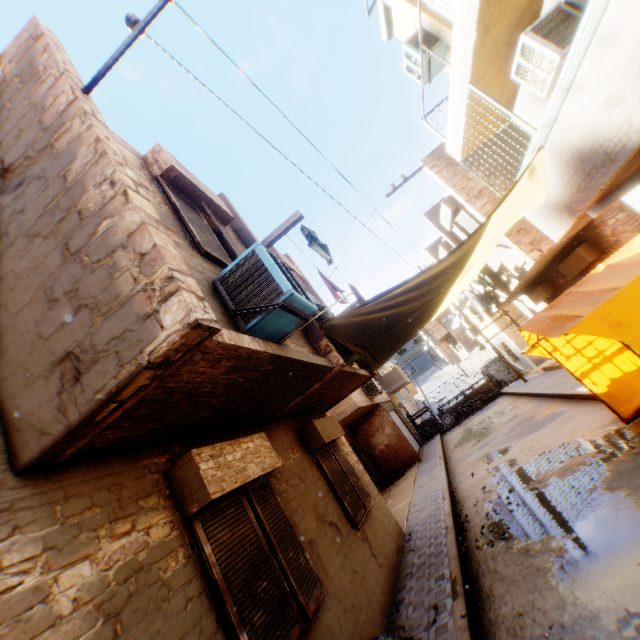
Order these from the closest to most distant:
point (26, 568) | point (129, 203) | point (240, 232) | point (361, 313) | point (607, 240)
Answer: point (26, 568), point (129, 203), point (361, 313), point (240, 232), point (607, 240)

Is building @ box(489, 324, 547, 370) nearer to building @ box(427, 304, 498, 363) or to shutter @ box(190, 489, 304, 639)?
shutter @ box(190, 489, 304, 639)

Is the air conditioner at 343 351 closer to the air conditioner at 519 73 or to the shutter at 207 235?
the shutter at 207 235

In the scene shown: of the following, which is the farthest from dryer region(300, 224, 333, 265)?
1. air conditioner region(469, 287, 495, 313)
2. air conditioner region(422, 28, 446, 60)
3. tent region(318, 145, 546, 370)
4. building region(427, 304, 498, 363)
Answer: building region(427, 304, 498, 363)

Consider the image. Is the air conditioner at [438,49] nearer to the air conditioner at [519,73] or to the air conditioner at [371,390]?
the air conditioner at [519,73]

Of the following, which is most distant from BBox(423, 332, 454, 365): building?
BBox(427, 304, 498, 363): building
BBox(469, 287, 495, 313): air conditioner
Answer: BBox(427, 304, 498, 363): building

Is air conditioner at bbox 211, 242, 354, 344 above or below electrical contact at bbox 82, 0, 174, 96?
below

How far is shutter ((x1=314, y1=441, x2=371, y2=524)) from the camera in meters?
6.5 m
